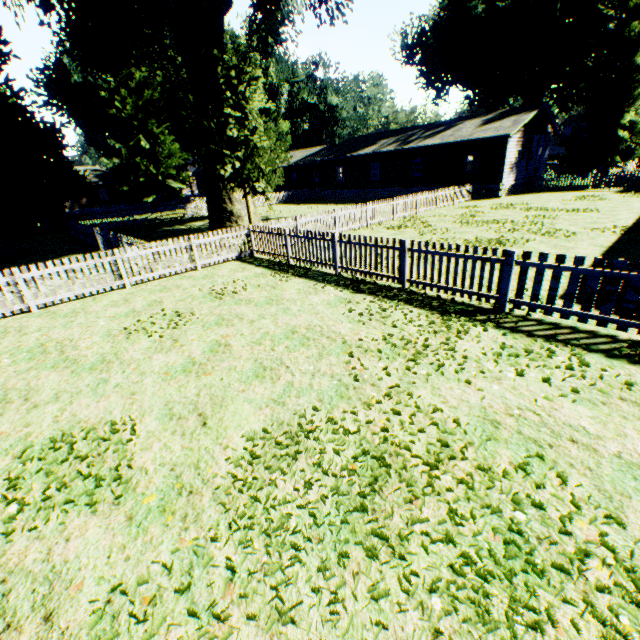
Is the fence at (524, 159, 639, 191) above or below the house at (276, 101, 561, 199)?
below

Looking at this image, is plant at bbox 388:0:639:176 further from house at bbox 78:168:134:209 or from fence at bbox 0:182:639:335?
house at bbox 78:168:134:209

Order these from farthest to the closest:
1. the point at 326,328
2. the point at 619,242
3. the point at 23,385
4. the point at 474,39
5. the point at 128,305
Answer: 1. the point at 474,39
2. the point at 619,242
3. the point at 128,305
4. the point at 326,328
5. the point at 23,385

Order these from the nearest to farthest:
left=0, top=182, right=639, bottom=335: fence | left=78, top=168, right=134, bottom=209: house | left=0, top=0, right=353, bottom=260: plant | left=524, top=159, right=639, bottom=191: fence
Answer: left=0, top=182, right=639, bottom=335: fence
left=0, top=0, right=353, bottom=260: plant
left=524, top=159, right=639, bottom=191: fence
left=78, top=168, right=134, bottom=209: house

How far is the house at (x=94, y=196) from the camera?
49.47m

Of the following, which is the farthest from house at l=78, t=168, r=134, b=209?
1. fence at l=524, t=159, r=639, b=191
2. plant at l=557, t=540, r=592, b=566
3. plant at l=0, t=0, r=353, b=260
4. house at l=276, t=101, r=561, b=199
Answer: plant at l=557, t=540, r=592, b=566

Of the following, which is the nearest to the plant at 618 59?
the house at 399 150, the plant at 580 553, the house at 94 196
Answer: the house at 399 150
